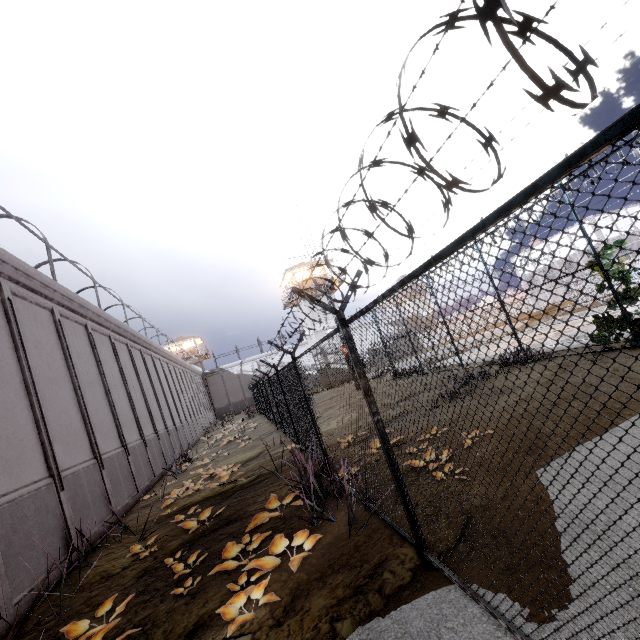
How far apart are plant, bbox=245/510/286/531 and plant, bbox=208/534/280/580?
0.5 meters

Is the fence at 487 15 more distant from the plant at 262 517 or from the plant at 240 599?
the plant at 240 599

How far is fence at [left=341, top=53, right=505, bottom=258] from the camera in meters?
1.5

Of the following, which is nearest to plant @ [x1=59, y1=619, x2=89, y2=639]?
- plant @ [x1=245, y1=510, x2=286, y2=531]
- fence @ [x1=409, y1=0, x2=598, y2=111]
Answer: plant @ [x1=245, y1=510, x2=286, y2=531]

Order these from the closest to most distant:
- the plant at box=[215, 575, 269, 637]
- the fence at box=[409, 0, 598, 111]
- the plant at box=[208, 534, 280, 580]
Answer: the fence at box=[409, 0, 598, 111]
the plant at box=[215, 575, 269, 637]
the plant at box=[208, 534, 280, 580]

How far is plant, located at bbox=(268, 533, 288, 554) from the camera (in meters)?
4.66

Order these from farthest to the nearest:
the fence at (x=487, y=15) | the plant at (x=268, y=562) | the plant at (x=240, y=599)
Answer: the plant at (x=268, y=562), the plant at (x=240, y=599), the fence at (x=487, y=15)

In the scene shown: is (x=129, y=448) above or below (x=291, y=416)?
above
